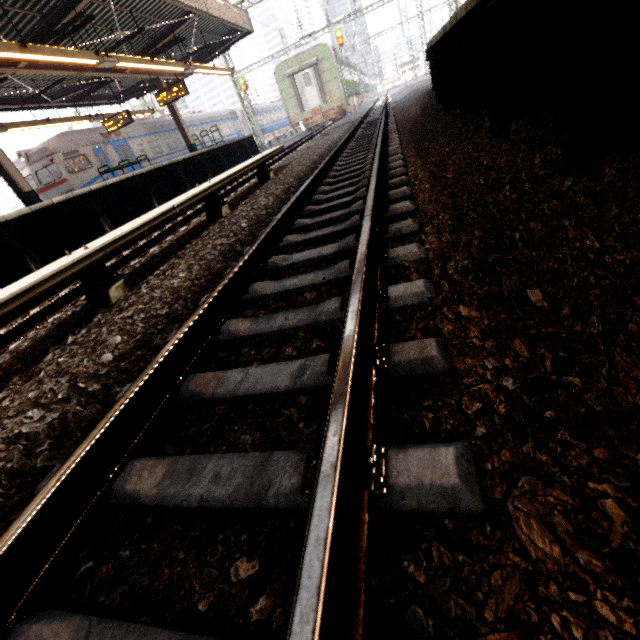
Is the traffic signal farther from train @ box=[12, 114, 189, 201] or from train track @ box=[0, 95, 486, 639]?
train @ box=[12, 114, 189, 201]

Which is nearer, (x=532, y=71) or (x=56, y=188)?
(x=532, y=71)

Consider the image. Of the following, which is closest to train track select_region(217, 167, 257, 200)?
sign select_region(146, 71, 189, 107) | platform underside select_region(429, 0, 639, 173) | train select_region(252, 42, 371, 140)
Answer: train select_region(252, 42, 371, 140)

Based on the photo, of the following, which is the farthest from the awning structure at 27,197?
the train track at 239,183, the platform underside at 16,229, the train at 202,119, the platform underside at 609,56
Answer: the platform underside at 609,56

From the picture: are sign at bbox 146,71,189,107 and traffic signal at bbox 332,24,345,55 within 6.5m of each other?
no

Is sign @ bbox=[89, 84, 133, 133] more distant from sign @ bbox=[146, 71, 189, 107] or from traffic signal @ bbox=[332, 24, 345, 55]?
traffic signal @ bbox=[332, 24, 345, 55]

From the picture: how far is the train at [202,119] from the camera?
23.77m

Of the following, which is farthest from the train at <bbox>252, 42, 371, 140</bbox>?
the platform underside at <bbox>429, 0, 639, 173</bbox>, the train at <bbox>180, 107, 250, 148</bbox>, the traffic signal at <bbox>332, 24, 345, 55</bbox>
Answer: the platform underside at <bbox>429, 0, 639, 173</bbox>
